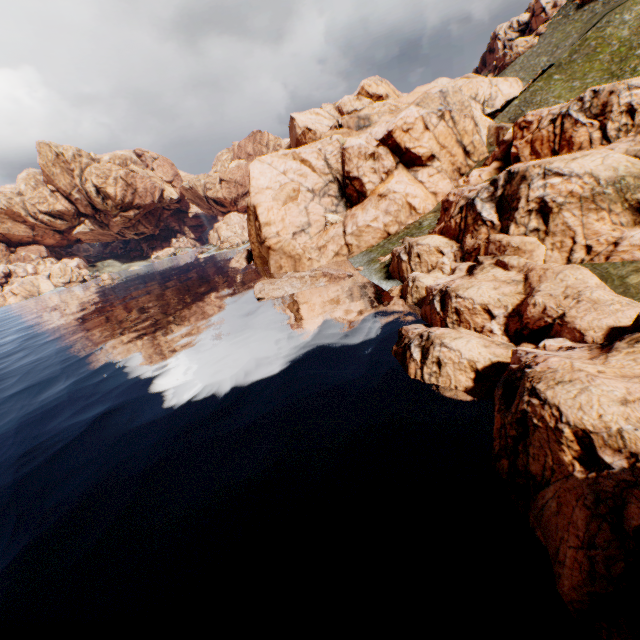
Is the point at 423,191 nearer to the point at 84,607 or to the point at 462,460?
the point at 462,460
